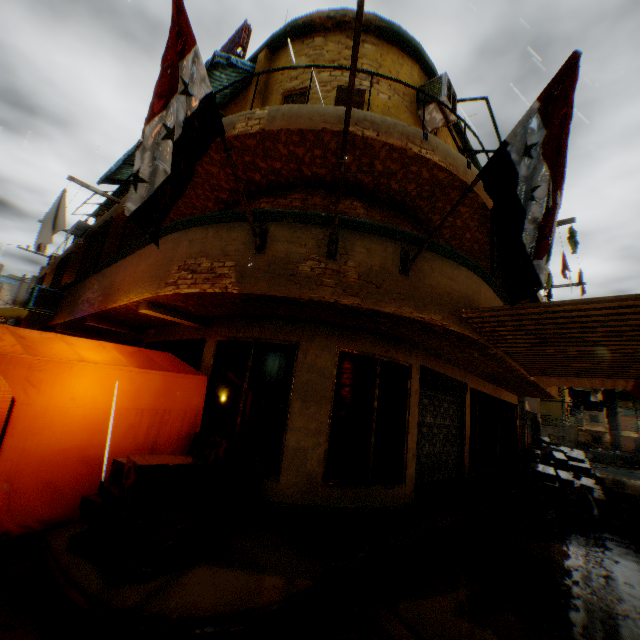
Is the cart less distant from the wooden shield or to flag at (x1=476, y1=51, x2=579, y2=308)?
flag at (x1=476, y1=51, x2=579, y2=308)

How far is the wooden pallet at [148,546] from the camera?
3.4m

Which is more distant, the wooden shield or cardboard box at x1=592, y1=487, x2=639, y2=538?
the wooden shield

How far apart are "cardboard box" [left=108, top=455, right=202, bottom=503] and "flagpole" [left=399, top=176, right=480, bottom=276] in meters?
3.2 m

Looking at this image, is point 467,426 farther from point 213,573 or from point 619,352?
point 213,573

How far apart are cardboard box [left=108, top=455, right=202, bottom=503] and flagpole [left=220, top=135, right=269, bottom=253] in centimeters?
180cm

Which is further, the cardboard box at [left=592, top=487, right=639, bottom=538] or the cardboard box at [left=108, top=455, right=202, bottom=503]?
the cardboard box at [left=592, top=487, right=639, bottom=538]

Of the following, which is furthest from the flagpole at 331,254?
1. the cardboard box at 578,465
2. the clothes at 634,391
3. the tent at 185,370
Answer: the clothes at 634,391
